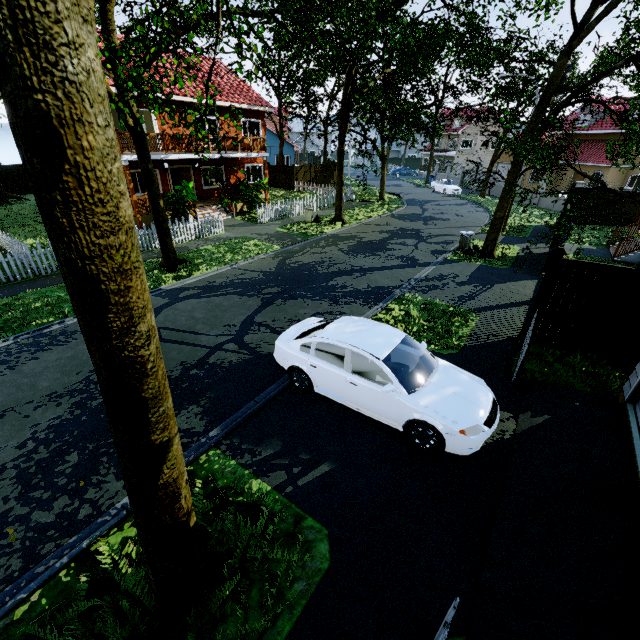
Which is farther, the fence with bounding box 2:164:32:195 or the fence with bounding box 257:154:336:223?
the fence with bounding box 2:164:32:195

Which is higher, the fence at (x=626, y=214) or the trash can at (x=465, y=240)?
the fence at (x=626, y=214)

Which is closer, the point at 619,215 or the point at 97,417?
the point at 97,417

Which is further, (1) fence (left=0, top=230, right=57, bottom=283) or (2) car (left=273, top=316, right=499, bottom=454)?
(1) fence (left=0, top=230, right=57, bottom=283)

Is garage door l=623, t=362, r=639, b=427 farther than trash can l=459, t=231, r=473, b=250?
No

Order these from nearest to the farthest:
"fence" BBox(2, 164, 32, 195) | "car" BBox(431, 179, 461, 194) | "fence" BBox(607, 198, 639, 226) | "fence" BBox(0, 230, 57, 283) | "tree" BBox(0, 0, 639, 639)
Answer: "tree" BBox(0, 0, 639, 639)
"fence" BBox(0, 230, 57, 283)
"fence" BBox(607, 198, 639, 226)
"fence" BBox(2, 164, 32, 195)
"car" BBox(431, 179, 461, 194)

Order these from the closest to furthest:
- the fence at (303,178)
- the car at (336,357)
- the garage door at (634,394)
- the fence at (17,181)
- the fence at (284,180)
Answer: the car at (336,357), the garage door at (634,394), the fence at (303,178), the fence at (17,181), the fence at (284,180)

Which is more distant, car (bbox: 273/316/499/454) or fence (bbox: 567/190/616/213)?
fence (bbox: 567/190/616/213)
